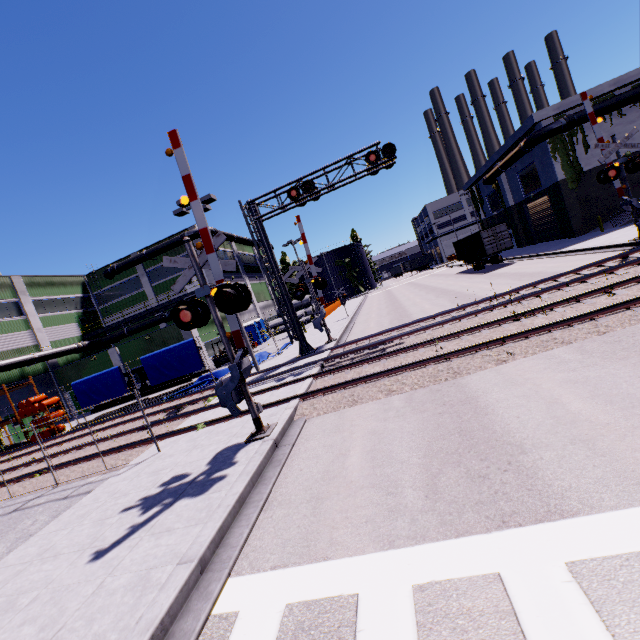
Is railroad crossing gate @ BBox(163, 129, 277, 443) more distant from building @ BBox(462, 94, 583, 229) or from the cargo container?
building @ BBox(462, 94, 583, 229)

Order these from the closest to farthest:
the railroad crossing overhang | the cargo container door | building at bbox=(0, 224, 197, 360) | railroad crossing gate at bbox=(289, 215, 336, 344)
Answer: the railroad crossing overhang, railroad crossing gate at bbox=(289, 215, 336, 344), the cargo container door, building at bbox=(0, 224, 197, 360)

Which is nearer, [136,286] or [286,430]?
[286,430]

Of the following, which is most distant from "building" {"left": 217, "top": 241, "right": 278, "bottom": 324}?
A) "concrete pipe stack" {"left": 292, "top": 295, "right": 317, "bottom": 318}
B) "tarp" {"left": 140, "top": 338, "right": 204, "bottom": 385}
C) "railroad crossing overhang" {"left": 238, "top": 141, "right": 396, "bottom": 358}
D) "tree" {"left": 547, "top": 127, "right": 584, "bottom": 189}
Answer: "railroad crossing overhang" {"left": 238, "top": 141, "right": 396, "bottom": 358}

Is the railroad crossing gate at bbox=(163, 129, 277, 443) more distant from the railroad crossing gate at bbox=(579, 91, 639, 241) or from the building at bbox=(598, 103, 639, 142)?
the railroad crossing gate at bbox=(579, 91, 639, 241)

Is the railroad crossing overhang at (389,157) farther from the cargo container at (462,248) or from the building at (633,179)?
the building at (633,179)

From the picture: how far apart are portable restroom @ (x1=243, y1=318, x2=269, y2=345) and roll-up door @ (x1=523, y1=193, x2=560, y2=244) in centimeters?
2674cm

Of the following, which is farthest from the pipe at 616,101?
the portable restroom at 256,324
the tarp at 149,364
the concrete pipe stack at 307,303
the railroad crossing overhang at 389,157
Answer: the portable restroom at 256,324
